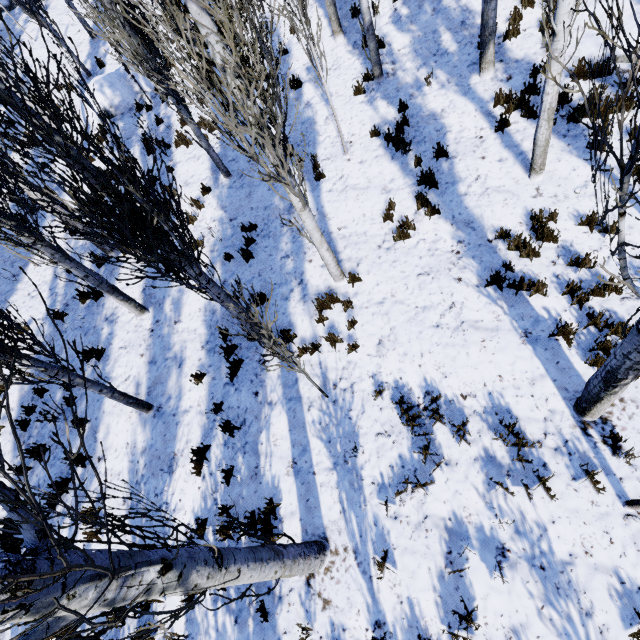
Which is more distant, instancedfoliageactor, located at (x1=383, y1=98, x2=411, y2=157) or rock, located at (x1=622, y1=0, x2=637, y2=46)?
instancedfoliageactor, located at (x1=383, y1=98, x2=411, y2=157)

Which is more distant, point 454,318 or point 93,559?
point 454,318

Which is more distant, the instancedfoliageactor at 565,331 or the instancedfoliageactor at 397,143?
the instancedfoliageactor at 397,143

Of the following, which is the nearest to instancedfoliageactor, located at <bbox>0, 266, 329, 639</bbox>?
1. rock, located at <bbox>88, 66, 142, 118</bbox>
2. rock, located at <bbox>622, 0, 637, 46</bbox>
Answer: rock, located at <bbox>622, 0, 637, 46</bbox>

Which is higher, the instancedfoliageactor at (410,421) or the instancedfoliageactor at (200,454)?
the instancedfoliageactor at (200,454)

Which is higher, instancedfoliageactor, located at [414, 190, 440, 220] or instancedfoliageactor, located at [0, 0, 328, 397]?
instancedfoliageactor, located at [0, 0, 328, 397]

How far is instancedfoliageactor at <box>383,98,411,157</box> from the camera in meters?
7.2
